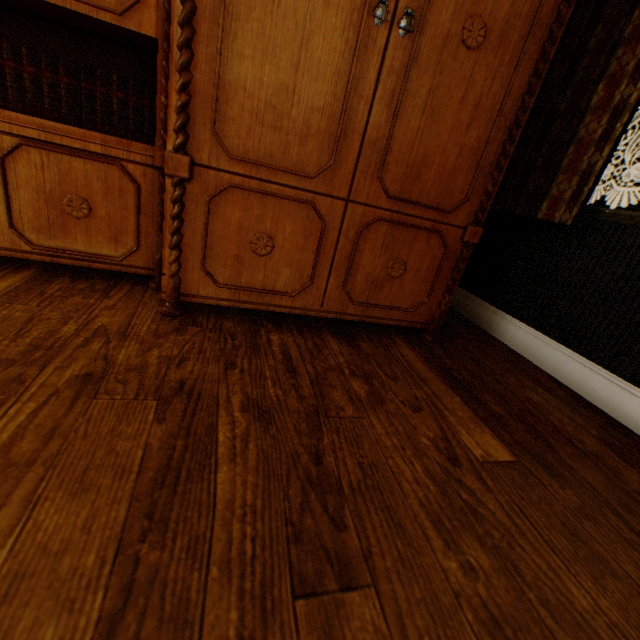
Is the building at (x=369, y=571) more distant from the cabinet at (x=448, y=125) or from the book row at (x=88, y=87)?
the book row at (x=88, y=87)

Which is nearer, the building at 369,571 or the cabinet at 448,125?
the building at 369,571

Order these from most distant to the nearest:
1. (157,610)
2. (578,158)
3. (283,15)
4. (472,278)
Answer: (472,278)
(578,158)
(283,15)
(157,610)

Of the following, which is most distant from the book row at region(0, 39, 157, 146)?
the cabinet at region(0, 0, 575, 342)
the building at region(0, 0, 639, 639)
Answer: the building at region(0, 0, 639, 639)

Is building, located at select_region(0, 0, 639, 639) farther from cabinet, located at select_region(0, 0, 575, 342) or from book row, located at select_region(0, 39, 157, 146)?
book row, located at select_region(0, 39, 157, 146)

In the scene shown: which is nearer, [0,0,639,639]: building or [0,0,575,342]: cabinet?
[0,0,639,639]: building

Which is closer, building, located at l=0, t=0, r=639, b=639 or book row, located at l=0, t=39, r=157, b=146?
building, located at l=0, t=0, r=639, b=639
